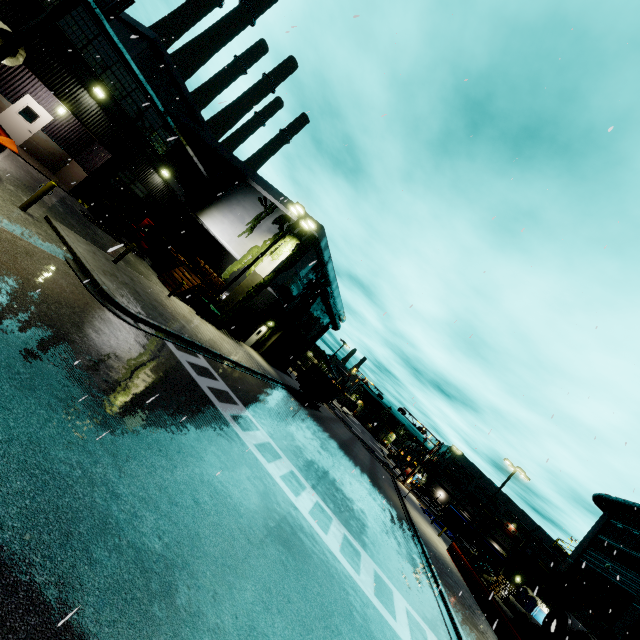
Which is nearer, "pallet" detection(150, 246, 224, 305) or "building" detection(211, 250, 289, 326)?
"pallet" detection(150, 246, 224, 305)

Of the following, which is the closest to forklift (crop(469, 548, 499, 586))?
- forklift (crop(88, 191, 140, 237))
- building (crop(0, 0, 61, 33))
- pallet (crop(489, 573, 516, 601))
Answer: building (crop(0, 0, 61, 33))

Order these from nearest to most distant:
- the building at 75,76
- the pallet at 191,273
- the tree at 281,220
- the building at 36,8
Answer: the building at 36,8 < the building at 75,76 < the pallet at 191,273 < the tree at 281,220

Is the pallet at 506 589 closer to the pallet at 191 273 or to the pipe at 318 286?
the pipe at 318 286

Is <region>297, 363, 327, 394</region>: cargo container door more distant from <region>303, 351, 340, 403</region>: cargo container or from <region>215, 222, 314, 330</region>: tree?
<region>215, 222, 314, 330</region>: tree

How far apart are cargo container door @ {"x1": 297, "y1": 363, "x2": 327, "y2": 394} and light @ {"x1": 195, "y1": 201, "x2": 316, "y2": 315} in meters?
12.6 m

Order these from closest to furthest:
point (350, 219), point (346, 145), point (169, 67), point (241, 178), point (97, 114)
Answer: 1. point (350, 219)
2. point (346, 145)
3. point (97, 114)
4. point (241, 178)
5. point (169, 67)

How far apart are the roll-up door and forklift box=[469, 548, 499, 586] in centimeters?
2856cm
